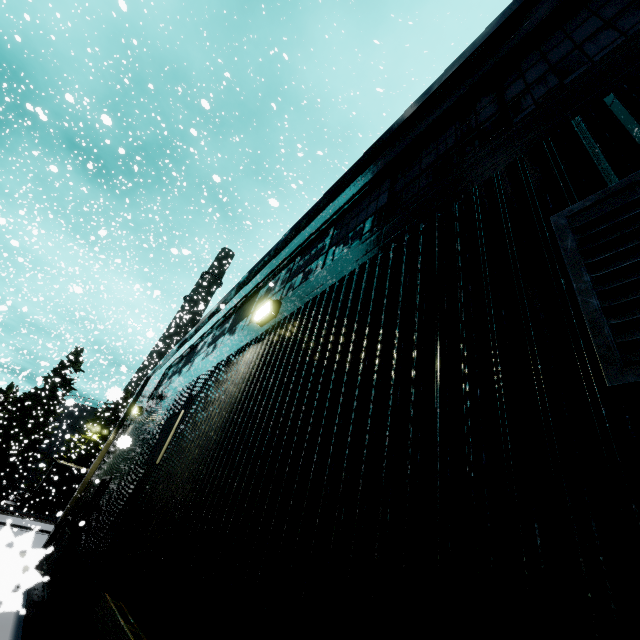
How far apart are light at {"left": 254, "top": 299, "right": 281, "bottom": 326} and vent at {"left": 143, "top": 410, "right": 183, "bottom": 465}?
2.6m

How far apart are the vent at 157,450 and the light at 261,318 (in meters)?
2.58

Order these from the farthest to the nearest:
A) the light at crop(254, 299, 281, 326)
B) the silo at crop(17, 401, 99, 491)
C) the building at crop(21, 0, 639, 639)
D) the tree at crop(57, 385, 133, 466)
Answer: the silo at crop(17, 401, 99, 491) → the tree at crop(57, 385, 133, 466) → the light at crop(254, 299, 281, 326) → the building at crop(21, 0, 639, 639)

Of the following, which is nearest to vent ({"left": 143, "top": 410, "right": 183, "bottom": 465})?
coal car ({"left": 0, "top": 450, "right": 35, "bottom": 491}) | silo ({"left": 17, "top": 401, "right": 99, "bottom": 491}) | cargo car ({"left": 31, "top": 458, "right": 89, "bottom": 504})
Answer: coal car ({"left": 0, "top": 450, "right": 35, "bottom": 491})

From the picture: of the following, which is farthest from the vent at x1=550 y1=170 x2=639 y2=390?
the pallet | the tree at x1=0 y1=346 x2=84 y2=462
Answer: the tree at x1=0 y1=346 x2=84 y2=462

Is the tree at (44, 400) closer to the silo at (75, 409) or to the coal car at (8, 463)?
the silo at (75, 409)

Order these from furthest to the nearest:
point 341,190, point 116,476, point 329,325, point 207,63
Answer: point 207,63 → point 116,476 → point 341,190 → point 329,325

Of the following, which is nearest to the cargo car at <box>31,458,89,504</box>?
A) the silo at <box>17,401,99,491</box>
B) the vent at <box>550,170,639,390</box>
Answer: the silo at <box>17,401,99,491</box>
